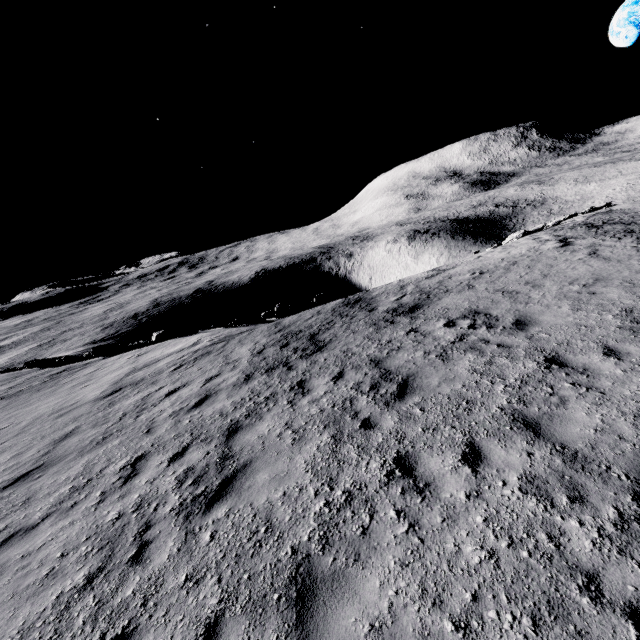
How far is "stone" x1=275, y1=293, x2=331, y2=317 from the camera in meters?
20.5 m

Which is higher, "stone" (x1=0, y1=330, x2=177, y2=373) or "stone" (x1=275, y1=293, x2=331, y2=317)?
"stone" (x1=0, y1=330, x2=177, y2=373)

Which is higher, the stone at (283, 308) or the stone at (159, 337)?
the stone at (159, 337)

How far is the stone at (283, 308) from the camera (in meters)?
20.45

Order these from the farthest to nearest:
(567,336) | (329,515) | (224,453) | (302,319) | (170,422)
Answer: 1. (302,319)
2. (170,422)
3. (567,336)
4. (224,453)
5. (329,515)
